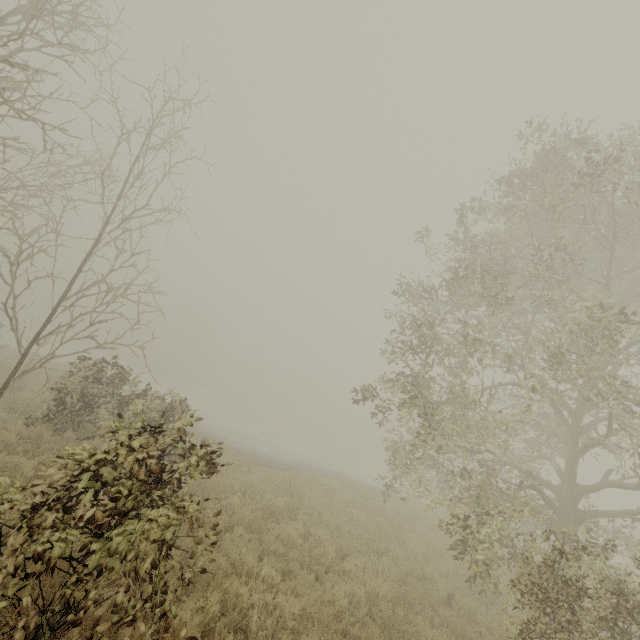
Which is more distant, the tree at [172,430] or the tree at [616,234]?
the tree at [616,234]

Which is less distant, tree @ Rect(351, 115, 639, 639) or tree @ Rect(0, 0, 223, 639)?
tree @ Rect(0, 0, 223, 639)

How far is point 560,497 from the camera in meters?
9.3
